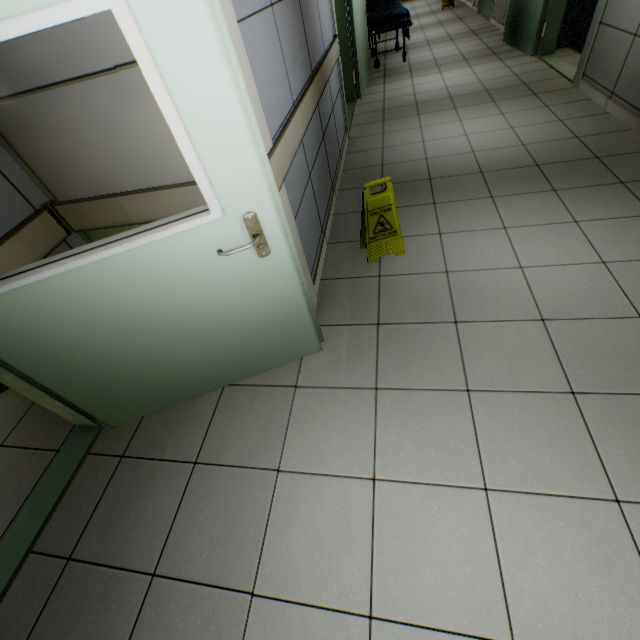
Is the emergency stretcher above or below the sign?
above

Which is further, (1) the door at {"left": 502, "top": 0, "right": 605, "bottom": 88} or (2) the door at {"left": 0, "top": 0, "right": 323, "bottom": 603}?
(1) the door at {"left": 502, "top": 0, "right": 605, "bottom": 88}

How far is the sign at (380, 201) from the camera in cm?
235

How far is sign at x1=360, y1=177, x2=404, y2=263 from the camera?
2.3m

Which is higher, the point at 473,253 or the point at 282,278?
the point at 282,278

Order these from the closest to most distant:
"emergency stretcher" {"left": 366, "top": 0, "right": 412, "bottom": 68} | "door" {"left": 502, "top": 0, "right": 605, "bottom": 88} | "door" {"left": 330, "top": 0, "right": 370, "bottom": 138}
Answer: "door" {"left": 502, "top": 0, "right": 605, "bottom": 88} → "door" {"left": 330, "top": 0, "right": 370, "bottom": 138} → "emergency stretcher" {"left": 366, "top": 0, "right": 412, "bottom": 68}

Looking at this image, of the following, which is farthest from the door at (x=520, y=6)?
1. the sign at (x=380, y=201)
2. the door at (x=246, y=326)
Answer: the door at (x=246, y=326)

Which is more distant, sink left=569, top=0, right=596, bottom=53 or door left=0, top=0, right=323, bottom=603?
sink left=569, top=0, right=596, bottom=53
